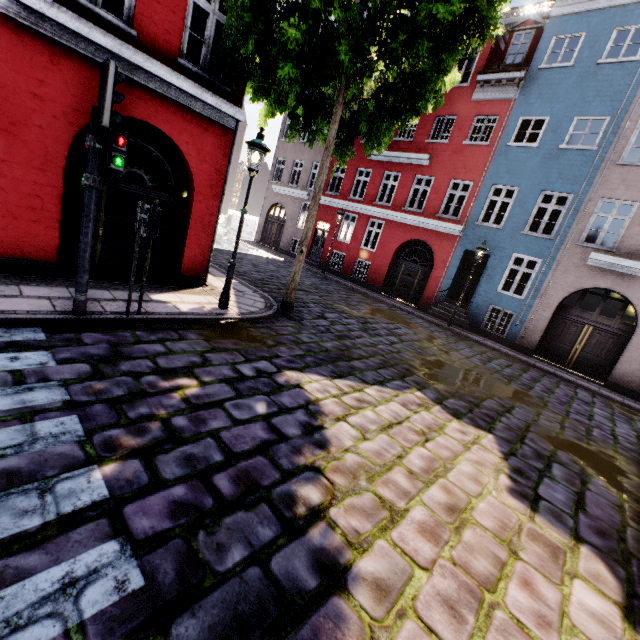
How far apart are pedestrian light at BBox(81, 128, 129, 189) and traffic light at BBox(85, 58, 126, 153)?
0.1m

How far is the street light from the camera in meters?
6.4 m

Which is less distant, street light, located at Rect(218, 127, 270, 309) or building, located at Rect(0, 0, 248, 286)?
building, located at Rect(0, 0, 248, 286)

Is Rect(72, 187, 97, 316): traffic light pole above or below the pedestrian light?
below

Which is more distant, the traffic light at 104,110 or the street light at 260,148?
the street light at 260,148

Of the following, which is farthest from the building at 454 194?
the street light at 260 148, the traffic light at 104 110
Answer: the traffic light at 104 110

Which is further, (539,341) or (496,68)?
(496,68)

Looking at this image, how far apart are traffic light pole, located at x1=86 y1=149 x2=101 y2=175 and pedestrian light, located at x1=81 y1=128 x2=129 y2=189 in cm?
4
